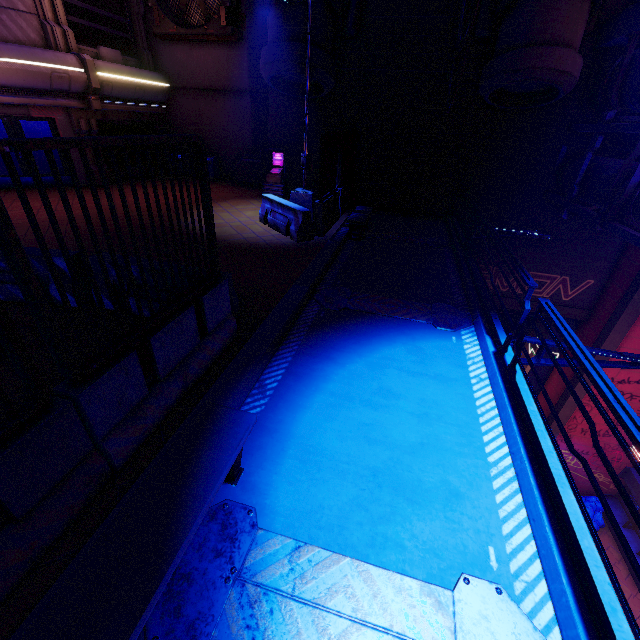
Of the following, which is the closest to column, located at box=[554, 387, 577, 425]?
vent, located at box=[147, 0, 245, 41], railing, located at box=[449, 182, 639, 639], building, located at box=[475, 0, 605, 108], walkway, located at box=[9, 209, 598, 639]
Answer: building, located at box=[475, 0, 605, 108]

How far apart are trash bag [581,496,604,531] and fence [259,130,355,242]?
18.19m

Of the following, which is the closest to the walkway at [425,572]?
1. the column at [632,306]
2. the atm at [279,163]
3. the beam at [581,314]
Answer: the beam at [581,314]

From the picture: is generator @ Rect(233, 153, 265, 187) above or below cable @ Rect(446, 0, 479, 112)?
below

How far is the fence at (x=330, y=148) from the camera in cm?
916

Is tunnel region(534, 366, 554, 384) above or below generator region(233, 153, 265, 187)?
below

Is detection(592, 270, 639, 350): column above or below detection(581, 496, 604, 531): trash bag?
above

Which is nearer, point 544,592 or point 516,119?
point 544,592
